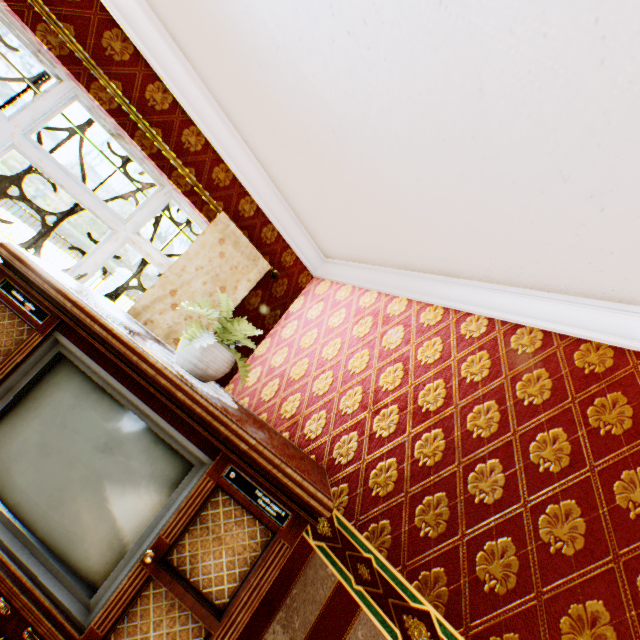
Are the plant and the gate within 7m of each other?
no

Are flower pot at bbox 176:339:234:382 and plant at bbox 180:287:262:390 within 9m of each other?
yes

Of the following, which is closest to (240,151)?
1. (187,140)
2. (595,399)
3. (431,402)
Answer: (187,140)

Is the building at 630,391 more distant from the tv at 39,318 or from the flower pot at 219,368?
the flower pot at 219,368

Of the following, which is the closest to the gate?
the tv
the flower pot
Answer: the tv

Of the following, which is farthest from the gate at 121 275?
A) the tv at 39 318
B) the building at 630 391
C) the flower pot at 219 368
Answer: the flower pot at 219 368

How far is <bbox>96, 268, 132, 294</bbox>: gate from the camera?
14.5m

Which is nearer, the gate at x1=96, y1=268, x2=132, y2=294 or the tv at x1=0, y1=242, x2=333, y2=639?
the tv at x1=0, y1=242, x2=333, y2=639
